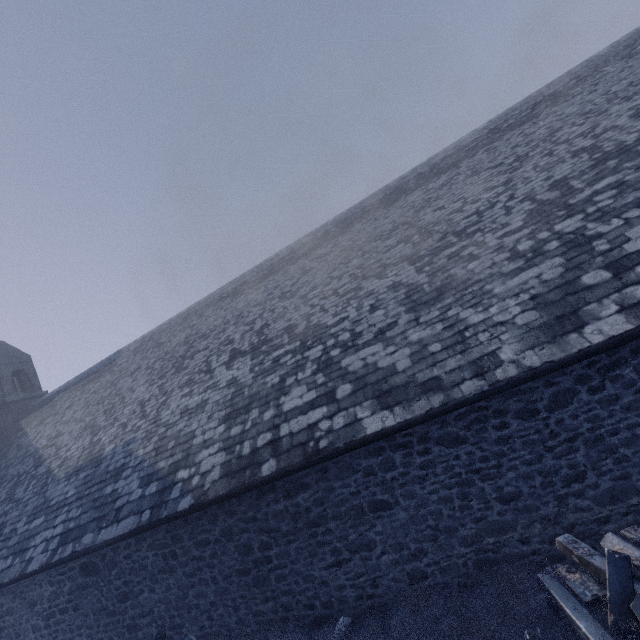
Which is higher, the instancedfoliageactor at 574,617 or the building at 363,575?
the building at 363,575

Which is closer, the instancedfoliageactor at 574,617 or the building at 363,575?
the instancedfoliageactor at 574,617

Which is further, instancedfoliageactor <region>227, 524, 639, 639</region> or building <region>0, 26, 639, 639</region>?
building <region>0, 26, 639, 639</region>

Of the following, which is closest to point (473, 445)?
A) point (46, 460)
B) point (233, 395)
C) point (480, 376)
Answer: point (480, 376)

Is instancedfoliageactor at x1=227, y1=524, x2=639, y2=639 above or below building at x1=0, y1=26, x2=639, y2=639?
below
